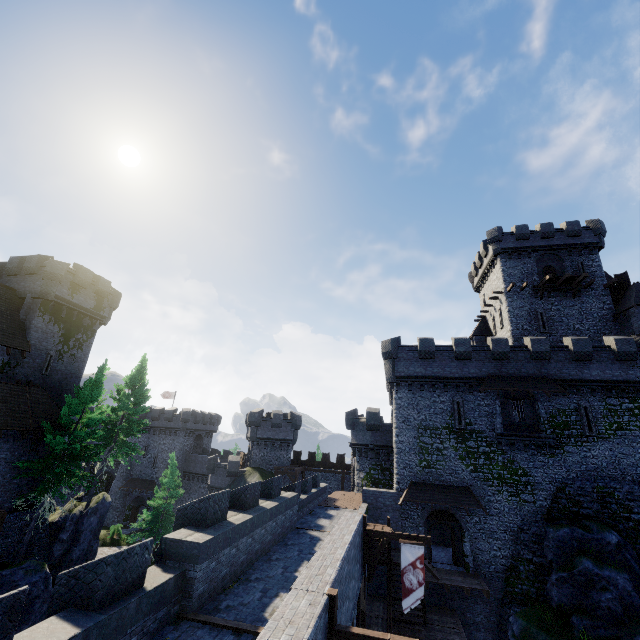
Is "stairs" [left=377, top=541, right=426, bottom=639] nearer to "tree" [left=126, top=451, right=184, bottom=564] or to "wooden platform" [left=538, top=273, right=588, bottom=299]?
"tree" [left=126, top=451, right=184, bottom=564]

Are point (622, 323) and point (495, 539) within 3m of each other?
no

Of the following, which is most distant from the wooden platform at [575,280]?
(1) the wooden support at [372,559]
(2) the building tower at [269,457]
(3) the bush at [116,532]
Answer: (3) the bush at [116,532]

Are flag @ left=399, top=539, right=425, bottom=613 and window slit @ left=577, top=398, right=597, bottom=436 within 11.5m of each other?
no

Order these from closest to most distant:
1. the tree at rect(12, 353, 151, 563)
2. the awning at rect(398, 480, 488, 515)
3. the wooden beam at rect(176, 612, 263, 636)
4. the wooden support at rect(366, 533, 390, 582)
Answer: the wooden beam at rect(176, 612, 263, 636) < the wooden support at rect(366, 533, 390, 582) < the tree at rect(12, 353, 151, 563) < the awning at rect(398, 480, 488, 515)

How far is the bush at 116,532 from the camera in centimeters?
3615cm

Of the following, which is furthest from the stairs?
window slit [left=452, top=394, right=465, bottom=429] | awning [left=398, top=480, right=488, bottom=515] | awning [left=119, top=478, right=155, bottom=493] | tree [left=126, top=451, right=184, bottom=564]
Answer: awning [left=119, top=478, right=155, bottom=493]

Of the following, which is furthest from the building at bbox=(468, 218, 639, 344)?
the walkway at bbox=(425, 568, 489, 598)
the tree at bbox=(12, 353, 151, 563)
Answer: the tree at bbox=(12, 353, 151, 563)
